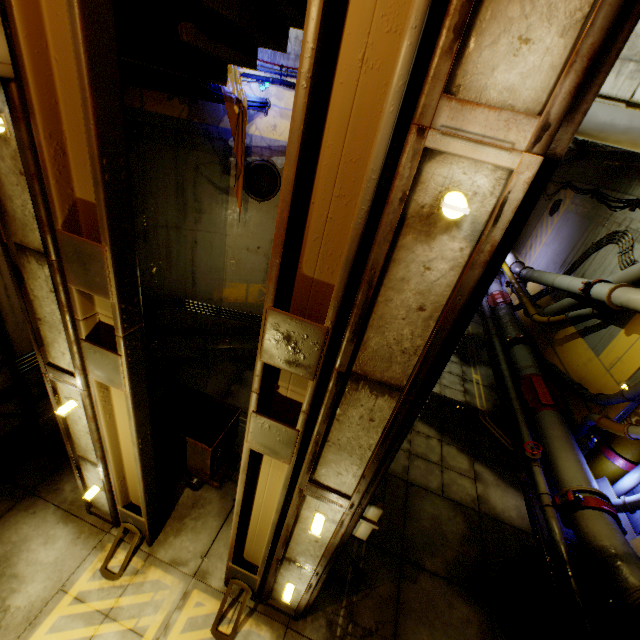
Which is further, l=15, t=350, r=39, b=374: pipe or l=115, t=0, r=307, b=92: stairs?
l=15, t=350, r=39, b=374: pipe

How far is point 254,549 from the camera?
4.2m

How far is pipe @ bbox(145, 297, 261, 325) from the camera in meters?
7.6

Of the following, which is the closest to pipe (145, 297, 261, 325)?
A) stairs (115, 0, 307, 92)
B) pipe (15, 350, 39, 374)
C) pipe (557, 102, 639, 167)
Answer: pipe (15, 350, 39, 374)

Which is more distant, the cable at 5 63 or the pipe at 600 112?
the pipe at 600 112

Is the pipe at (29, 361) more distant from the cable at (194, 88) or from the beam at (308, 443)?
the beam at (308, 443)

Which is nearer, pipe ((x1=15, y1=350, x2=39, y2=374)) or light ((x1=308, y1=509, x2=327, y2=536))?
light ((x1=308, y1=509, x2=327, y2=536))

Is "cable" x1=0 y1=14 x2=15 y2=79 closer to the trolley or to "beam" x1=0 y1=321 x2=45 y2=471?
"beam" x1=0 y1=321 x2=45 y2=471
